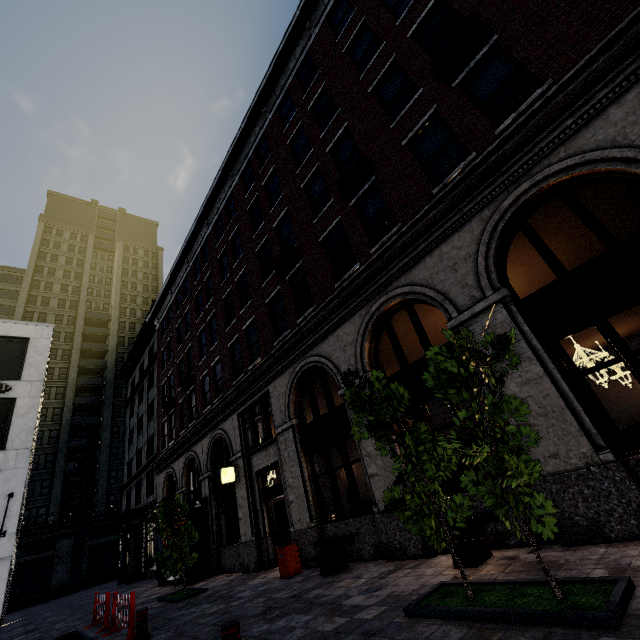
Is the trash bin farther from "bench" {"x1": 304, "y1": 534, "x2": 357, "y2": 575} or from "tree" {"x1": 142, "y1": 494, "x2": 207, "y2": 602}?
"tree" {"x1": 142, "y1": 494, "x2": 207, "y2": 602}

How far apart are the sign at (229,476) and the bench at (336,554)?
5.5m

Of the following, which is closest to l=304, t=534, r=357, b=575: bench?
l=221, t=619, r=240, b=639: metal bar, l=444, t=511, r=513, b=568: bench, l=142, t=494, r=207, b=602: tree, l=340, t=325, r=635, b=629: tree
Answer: l=444, t=511, r=513, b=568: bench

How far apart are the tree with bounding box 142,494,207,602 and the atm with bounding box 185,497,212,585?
2.4m

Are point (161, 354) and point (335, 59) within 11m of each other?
no

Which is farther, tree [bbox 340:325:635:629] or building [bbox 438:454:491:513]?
building [bbox 438:454:491:513]

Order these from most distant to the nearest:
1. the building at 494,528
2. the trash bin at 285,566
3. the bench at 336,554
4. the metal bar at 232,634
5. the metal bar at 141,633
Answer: the trash bin at 285,566
the bench at 336,554
the metal bar at 141,633
the building at 494,528
the metal bar at 232,634

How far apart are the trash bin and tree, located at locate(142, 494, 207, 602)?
A: 4.1 meters
